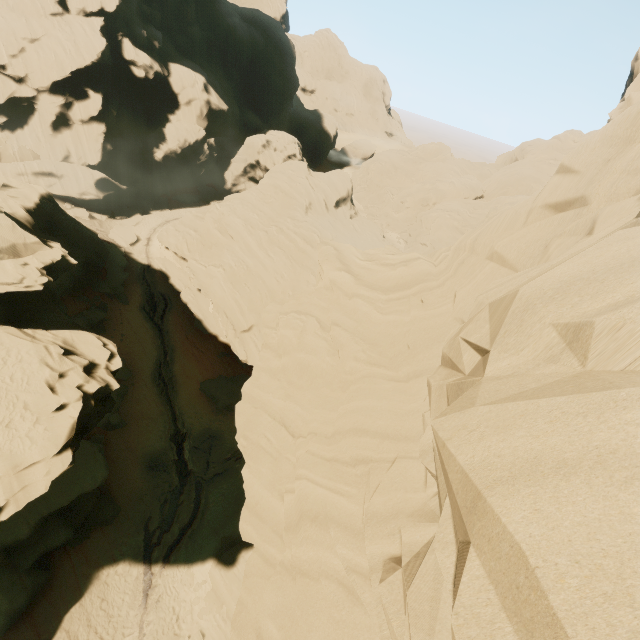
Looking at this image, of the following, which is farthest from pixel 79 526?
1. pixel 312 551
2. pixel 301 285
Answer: pixel 301 285
